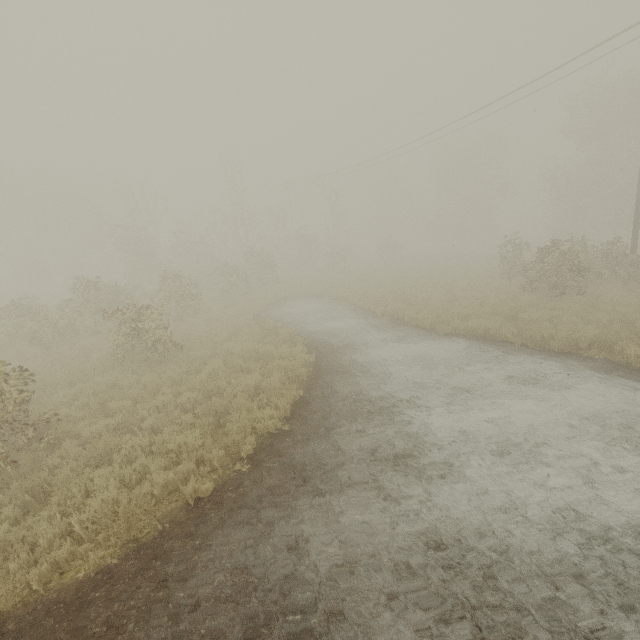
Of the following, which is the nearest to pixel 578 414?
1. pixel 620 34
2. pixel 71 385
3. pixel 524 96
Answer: pixel 71 385

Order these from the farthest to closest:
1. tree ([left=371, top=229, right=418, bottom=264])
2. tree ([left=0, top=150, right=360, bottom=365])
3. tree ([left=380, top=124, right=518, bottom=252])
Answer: tree ([left=380, top=124, right=518, bottom=252]) < tree ([left=371, top=229, right=418, bottom=264]) < tree ([left=0, top=150, right=360, bottom=365])

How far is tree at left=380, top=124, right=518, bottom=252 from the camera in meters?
45.0

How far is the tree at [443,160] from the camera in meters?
45.0

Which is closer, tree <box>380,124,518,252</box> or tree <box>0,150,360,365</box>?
tree <box>0,150,360,365</box>
